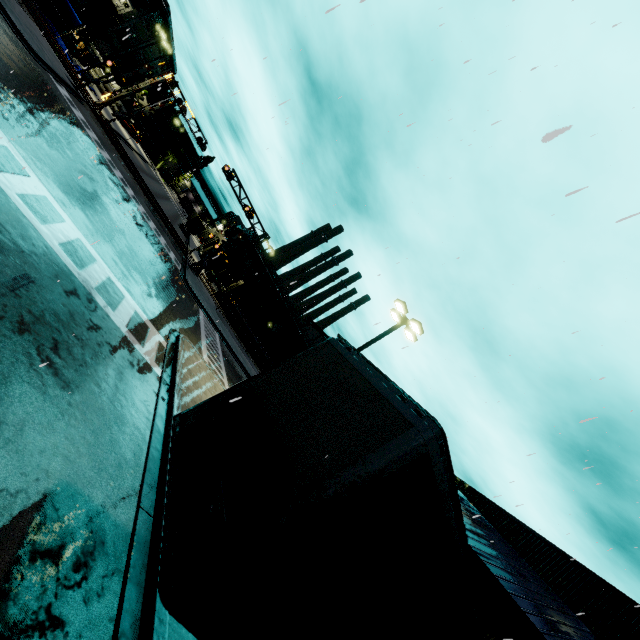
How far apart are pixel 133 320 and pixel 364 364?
9.4m

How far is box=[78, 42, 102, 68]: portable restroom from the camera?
45.12m

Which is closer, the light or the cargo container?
the light

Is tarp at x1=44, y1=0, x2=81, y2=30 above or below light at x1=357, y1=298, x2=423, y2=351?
below

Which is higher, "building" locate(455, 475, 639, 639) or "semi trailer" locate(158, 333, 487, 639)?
"building" locate(455, 475, 639, 639)

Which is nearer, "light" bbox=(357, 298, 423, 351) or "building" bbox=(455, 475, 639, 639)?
"building" bbox=(455, 475, 639, 639)

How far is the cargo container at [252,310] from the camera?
42.59m

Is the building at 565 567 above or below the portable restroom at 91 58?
above
